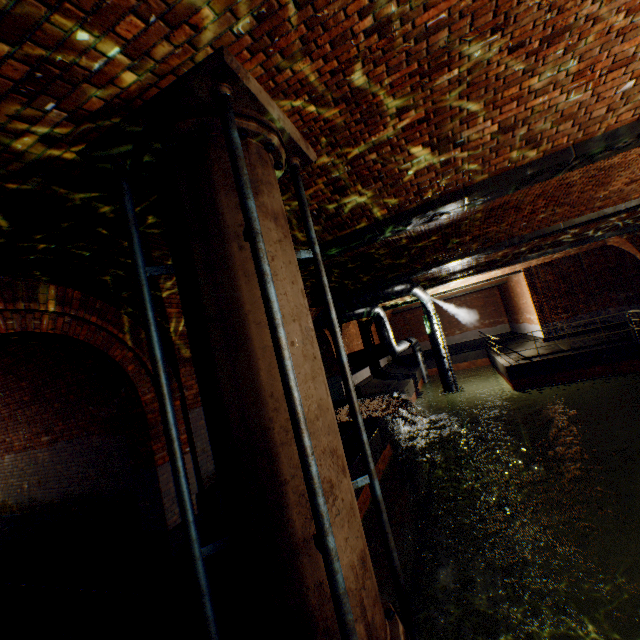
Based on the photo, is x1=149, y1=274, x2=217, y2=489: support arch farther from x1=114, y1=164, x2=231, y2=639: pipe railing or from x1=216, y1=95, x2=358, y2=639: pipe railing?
x1=216, y1=95, x2=358, y2=639: pipe railing

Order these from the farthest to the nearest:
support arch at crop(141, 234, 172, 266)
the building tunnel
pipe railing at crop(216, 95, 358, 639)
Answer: the building tunnel < support arch at crop(141, 234, 172, 266) < pipe railing at crop(216, 95, 358, 639)

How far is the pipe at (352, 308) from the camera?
11.8 meters

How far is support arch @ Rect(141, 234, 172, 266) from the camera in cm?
426

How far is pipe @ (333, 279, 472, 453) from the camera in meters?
11.8

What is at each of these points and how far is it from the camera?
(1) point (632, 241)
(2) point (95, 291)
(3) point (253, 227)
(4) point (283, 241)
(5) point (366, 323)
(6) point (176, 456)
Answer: (1) support arch, 14.4 meters
(2) support arch, 5.3 meters
(3) pipe railing, 2.1 meters
(4) pipe, 2.6 meters
(5) support arch, 19.8 meters
(6) pipe railing, 2.3 meters

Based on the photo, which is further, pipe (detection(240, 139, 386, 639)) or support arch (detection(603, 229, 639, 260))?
support arch (detection(603, 229, 639, 260))

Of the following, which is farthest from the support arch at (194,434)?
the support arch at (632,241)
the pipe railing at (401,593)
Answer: the support arch at (632,241)
